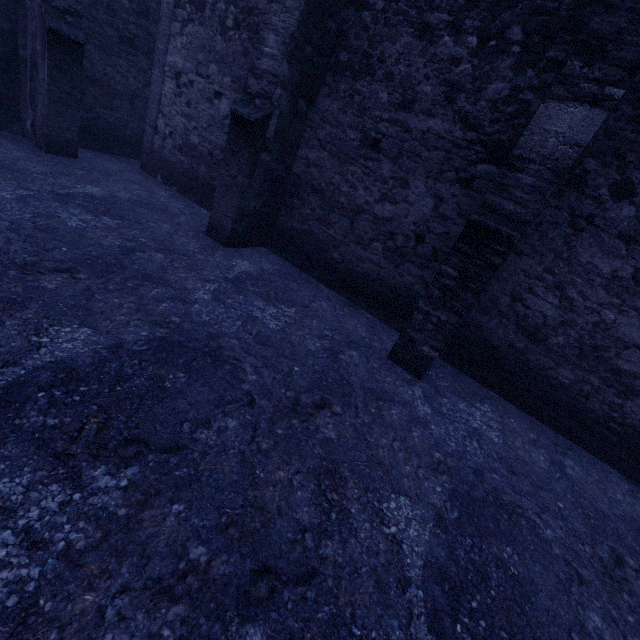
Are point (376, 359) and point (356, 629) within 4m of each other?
yes
